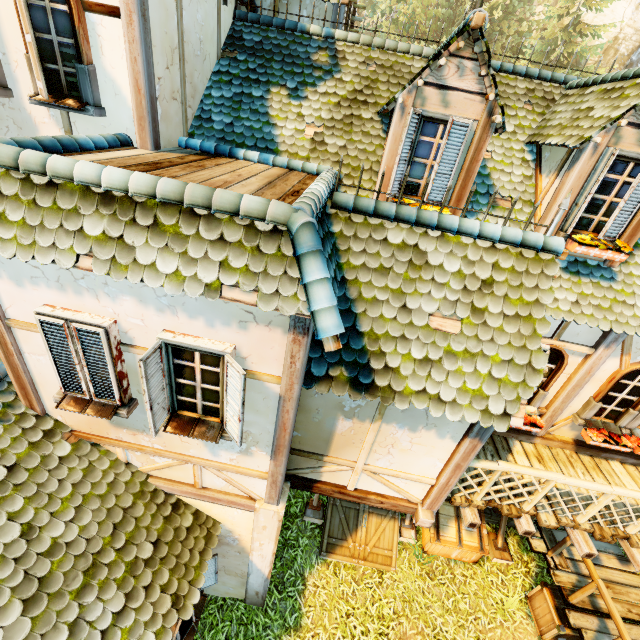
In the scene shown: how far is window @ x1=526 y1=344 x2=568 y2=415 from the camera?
5.65m

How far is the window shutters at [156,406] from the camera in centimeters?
319cm

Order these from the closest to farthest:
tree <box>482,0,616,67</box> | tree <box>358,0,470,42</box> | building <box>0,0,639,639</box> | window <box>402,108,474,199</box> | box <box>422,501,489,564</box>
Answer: building <box>0,0,639,639</box> < window <box>402,108,474,199</box> < box <box>422,501,489,564</box> < tree <box>482,0,616,67</box> < tree <box>358,0,470,42</box>

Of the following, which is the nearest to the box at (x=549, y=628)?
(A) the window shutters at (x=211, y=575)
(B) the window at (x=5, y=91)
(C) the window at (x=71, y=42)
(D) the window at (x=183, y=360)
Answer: (A) the window shutters at (x=211, y=575)

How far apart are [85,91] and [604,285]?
8.34m

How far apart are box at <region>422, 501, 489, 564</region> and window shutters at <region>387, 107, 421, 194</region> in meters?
7.7 m

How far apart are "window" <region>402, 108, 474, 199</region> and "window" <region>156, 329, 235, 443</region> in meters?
3.4

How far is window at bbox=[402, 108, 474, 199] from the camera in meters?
4.6
